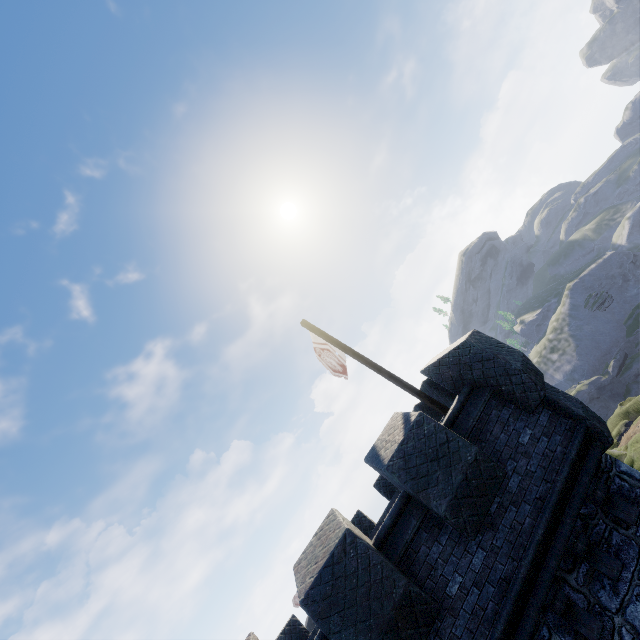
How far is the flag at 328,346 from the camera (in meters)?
8.13

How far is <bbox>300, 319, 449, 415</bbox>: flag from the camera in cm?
813

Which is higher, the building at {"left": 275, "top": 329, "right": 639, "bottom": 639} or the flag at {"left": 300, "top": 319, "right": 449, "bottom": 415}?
the flag at {"left": 300, "top": 319, "right": 449, "bottom": 415}

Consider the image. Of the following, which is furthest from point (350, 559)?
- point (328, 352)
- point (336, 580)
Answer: point (328, 352)

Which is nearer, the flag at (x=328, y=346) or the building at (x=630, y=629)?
the building at (x=630, y=629)

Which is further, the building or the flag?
the flag
